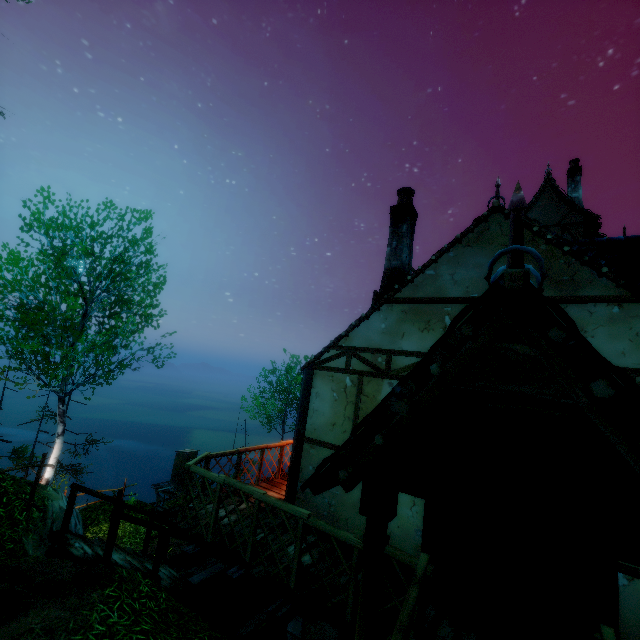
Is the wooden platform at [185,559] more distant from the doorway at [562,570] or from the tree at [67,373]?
the tree at [67,373]

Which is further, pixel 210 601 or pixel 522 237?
pixel 210 601

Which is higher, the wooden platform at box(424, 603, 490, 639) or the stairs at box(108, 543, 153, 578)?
the wooden platform at box(424, 603, 490, 639)

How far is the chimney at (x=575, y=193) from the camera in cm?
1529

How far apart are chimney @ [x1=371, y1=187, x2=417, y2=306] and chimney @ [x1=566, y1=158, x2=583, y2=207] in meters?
11.9

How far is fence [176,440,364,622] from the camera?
4.2 meters

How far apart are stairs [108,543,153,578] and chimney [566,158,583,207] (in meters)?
19.60

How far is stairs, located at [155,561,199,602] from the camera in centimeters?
622cm
